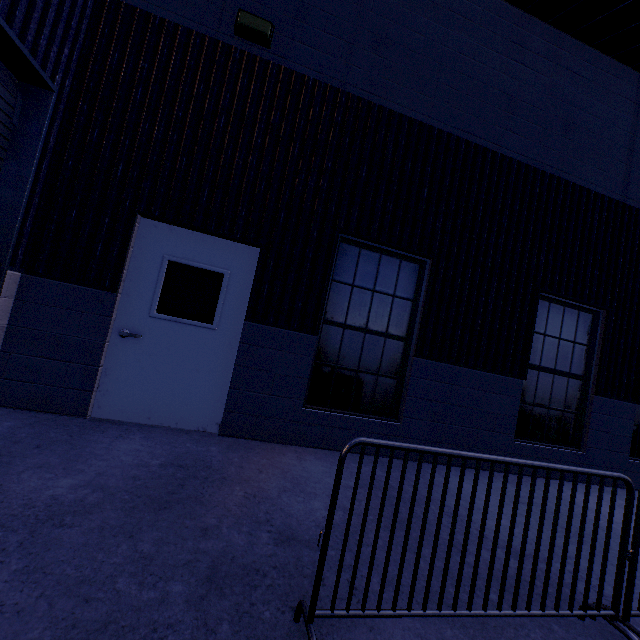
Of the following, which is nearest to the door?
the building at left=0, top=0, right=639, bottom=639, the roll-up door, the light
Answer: the building at left=0, top=0, right=639, bottom=639

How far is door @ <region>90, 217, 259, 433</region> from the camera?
3.92m

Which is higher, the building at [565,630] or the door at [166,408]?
the door at [166,408]

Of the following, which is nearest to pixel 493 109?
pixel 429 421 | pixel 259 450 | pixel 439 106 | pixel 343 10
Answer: pixel 439 106

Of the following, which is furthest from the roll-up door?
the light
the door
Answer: the light

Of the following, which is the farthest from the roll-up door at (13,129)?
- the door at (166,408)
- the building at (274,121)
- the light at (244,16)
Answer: the light at (244,16)

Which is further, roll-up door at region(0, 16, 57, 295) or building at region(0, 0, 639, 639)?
roll-up door at region(0, 16, 57, 295)

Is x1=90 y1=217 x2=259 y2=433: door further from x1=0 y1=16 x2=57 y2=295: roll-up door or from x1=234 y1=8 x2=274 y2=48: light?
x1=234 y1=8 x2=274 y2=48: light
